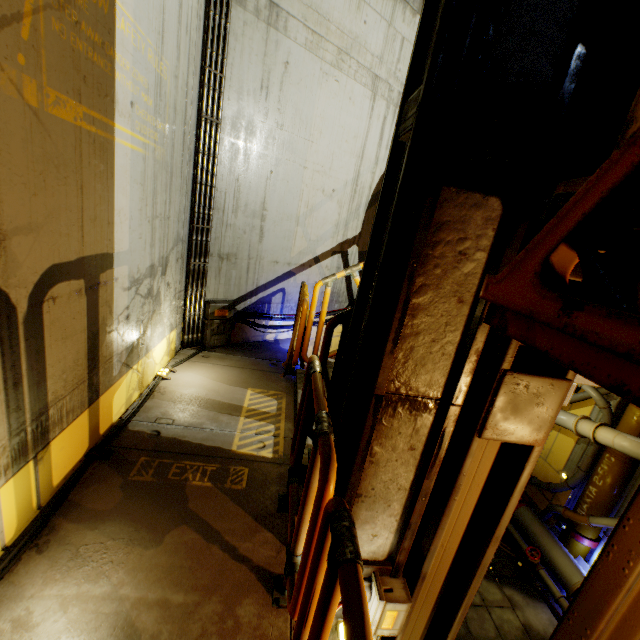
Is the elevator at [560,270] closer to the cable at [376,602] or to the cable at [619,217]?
the cable at [619,217]

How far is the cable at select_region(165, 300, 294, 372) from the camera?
5.3m

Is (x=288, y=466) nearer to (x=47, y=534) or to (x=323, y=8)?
(x=47, y=534)

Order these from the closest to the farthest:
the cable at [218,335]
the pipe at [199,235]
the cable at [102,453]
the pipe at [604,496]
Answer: the cable at [102,453] → the pipe at [199,235] → the cable at [218,335] → the pipe at [604,496]

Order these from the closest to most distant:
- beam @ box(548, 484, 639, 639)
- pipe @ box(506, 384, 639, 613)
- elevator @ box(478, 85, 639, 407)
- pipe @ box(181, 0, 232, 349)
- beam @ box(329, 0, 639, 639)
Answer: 1. elevator @ box(478, 85, 639, 407)
2. beam @ box(329, 0, 639, 639)
3. beam @ box(548, 484, 639, 639)
4. pipe @ box(181, 0, 232, 349)
5. pipe @ box(506, 384, 639, 613)

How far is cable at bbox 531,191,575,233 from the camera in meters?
1.0

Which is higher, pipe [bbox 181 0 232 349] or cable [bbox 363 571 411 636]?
pipe [bbox 181 0 232 349]

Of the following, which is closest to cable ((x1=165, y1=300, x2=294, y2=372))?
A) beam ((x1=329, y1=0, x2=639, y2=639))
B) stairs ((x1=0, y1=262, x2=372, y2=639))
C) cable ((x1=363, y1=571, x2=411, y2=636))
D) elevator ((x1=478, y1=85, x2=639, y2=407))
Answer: stairs ((x1=0, y1=262, x2=372, y2=639))
